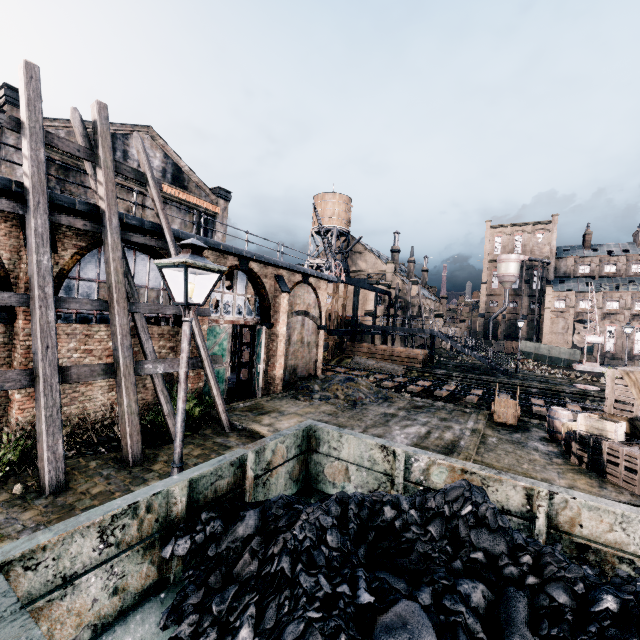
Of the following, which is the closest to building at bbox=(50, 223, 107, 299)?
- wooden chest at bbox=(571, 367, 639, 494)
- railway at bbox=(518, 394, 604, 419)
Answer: railway at bbox=(518, 394, 604, 419)

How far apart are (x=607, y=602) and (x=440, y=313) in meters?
53.4 m

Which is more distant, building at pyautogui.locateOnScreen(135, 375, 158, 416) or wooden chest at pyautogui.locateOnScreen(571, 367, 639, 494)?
building at pyautogui.locateOnScreen(135, 375, 158, 416)

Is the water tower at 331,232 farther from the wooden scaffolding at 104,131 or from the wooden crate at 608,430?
the wooden crate at 608,430

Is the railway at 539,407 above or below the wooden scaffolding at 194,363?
below

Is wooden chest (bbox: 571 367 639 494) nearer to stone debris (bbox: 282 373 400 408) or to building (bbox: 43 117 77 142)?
stone debris (bbox: 282 373 400 408)

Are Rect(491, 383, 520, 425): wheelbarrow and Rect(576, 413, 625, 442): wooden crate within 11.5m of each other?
yes

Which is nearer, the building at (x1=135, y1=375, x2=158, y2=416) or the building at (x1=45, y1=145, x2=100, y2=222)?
the building at (x1=45, y1=145, x2=100, y2=222)
